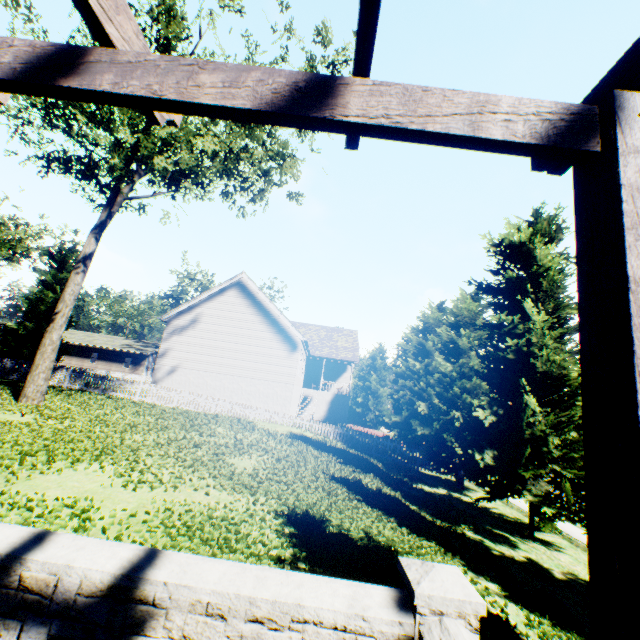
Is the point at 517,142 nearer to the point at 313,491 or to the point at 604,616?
the point at 604,616

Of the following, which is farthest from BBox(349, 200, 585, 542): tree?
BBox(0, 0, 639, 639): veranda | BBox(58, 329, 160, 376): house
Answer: BBox(0, 0, 639, 639): veranda

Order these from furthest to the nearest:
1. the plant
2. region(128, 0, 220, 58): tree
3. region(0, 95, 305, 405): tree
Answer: region(0, 95, 305, 405): tree → region(128, 0, 220, 58): tree → the plant

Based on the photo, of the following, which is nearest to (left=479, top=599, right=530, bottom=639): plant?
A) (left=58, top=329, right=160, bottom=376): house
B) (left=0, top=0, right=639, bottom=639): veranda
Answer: (left=0, top=0, right=639, bottom=639): veranda

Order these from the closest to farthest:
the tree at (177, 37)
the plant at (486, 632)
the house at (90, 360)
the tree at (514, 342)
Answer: the plant at (486, 632), the tree at (514, 342), the tree at (177, 37), the house at (90, 360)

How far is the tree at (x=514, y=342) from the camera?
10.4m

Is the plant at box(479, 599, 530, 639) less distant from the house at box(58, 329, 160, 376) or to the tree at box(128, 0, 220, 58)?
the tree at box(128, 0, 220, 58)
